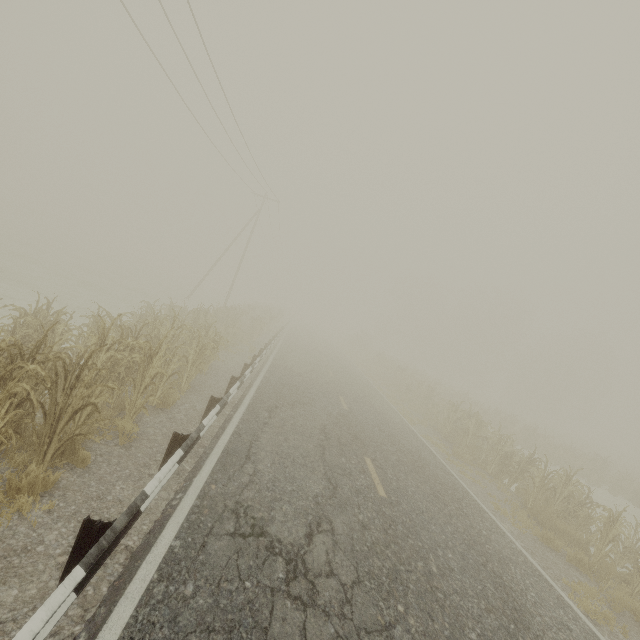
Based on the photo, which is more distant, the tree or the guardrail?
the tree

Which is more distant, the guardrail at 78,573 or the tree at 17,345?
the tree at 17,345

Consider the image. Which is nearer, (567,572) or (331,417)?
(567,572)
